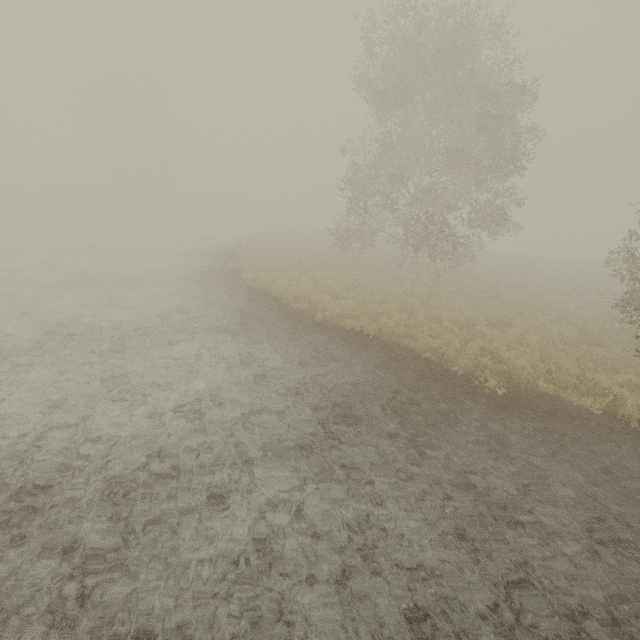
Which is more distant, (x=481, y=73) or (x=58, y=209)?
(x=58, y=209)
